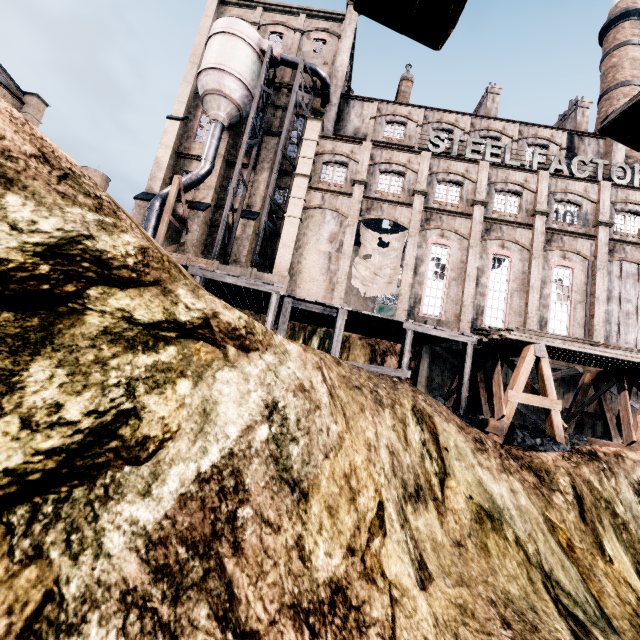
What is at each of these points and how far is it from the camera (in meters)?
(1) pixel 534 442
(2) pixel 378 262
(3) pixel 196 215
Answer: (1) coal pile, 11.70
(2) cloth, 23.61
(3) building, 27.38

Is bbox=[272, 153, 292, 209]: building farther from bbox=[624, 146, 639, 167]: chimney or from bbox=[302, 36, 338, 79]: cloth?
bbox=[624, 146, 639, 167]: chimney

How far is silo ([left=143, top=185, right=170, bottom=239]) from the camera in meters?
25.2

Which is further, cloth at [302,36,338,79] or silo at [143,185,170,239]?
cloth at [302,36,338,79]

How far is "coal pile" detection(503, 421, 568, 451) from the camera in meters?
11.4

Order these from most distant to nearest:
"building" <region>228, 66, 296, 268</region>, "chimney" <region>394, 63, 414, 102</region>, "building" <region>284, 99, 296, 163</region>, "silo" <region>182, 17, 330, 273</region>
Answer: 1. "chimney" <region>394, 63, 414, 102</region>
2. "building" <region>284, 99, 296, 163</region>
3. "building" <region>228, 66, 296, 268</region>
4. "silo" <region>182, 17, 330, 273</region>

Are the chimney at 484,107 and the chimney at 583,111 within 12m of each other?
yes

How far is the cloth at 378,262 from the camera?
23.23m
